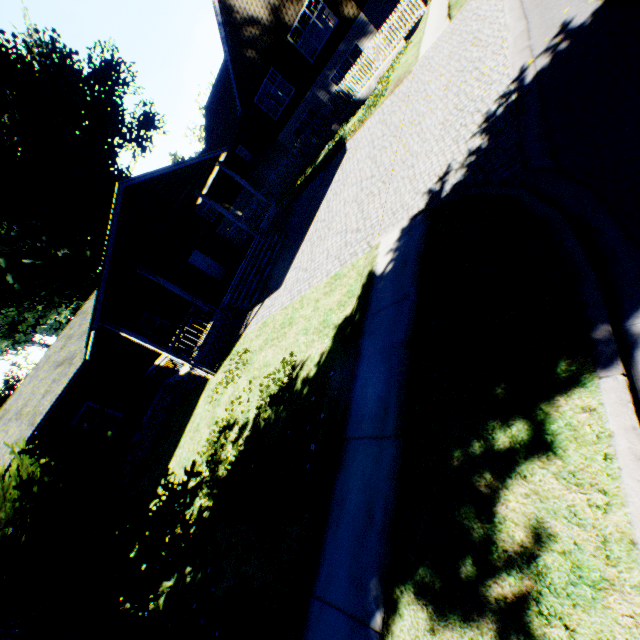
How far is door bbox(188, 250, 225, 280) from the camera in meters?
19.5

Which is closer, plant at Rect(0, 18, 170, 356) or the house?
the house

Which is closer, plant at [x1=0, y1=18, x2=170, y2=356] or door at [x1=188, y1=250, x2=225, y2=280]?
door at [x1=188, y1=250, x2=225, y2=280]

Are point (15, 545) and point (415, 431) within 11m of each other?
yes

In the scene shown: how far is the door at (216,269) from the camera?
19.52m

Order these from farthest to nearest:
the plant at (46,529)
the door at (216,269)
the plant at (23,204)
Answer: the plant at (23,204)
the door at (216,269)
the plant at (46,529)

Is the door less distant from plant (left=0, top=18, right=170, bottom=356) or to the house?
the house
